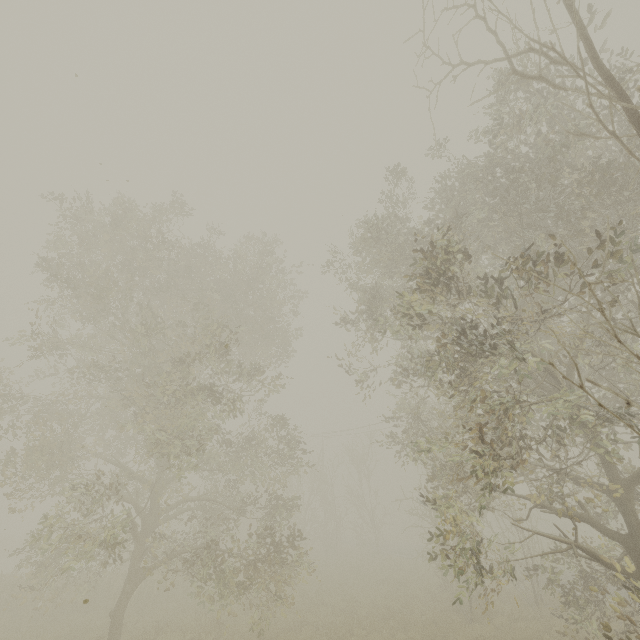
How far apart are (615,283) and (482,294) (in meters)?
6.62
